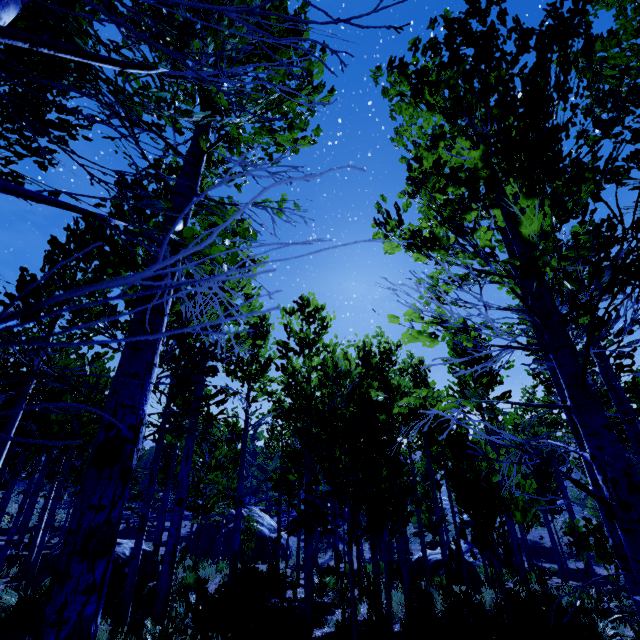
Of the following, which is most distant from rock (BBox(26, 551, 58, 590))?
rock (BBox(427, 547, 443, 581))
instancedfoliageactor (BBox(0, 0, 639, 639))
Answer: rock (BBox(427, 547, 443, 581))

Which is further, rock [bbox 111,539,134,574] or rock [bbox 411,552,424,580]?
rock [bbox 411,552,424,580]

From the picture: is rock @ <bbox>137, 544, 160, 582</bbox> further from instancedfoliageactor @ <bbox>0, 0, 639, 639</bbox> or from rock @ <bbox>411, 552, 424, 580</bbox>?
rock @ <bbox>411, 552, 424, 580</bbox>

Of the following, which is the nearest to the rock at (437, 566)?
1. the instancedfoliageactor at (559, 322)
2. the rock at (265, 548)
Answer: the instancedfoliageactor at (559, 322)

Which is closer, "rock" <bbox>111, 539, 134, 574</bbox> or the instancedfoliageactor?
the instancedfoliageactor

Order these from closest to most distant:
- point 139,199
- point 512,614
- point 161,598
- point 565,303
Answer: point 139,199
point 161,598
point 512,614
point 565,303

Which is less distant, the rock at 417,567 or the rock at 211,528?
the rock at 417,567

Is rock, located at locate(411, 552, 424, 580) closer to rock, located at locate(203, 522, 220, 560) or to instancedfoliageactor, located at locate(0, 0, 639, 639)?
instancedfoliageactor, located at locate(0, 0, 639, 639)
